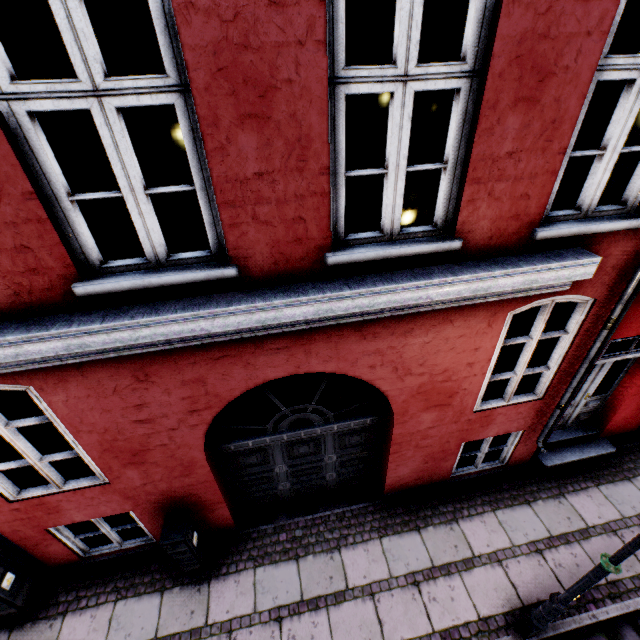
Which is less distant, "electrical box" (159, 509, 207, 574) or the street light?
the street light

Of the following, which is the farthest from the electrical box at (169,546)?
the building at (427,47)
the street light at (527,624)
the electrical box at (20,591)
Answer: the street light at (527,624)

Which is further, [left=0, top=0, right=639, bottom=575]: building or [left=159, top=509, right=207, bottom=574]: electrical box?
[left=159, top=509, right=207, bottom=574]: electrical box

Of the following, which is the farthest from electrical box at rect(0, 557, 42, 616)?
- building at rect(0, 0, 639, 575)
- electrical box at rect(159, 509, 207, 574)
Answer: electrical box at rect(159, 509, 207, 574)

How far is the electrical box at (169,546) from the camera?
4.15m

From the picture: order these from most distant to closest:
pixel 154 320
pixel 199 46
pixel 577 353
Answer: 1. pixel 577 353
2. pixel 154 320
3. pixel 199 46

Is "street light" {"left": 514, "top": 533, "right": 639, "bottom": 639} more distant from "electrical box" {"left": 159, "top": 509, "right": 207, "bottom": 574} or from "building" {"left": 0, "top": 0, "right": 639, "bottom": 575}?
"electrical box" {"left": 159, "top": 509, "right": 207, "bottom": 574}

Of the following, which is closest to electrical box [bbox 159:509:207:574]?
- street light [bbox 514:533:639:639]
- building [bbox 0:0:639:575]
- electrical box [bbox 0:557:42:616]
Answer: building [bbox 0:0:639:575]
